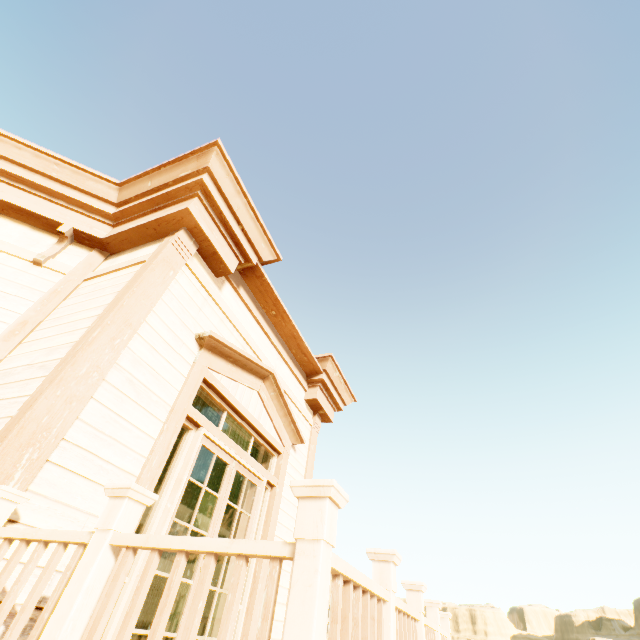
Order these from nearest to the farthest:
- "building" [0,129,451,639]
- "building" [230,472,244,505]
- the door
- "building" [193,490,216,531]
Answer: "building" [0,129,451,639]
the door
"building" [230,472,244,505]
"building" [193,490,216,531]

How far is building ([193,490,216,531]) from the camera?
7.60m

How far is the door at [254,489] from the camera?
A: 2.92m

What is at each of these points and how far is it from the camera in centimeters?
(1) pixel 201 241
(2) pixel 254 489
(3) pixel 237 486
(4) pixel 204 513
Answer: (1) building, 373cm
(2) door, 423cm
(3) building, 570cm
(4) building, 953cm

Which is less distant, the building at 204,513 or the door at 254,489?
the door at 254,489

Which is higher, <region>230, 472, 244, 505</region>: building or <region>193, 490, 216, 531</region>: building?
<region>193, 490, 216, 531</region>: building

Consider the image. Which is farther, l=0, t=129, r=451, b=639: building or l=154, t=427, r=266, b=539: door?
l=154, t=427, r=266, b=539: door
